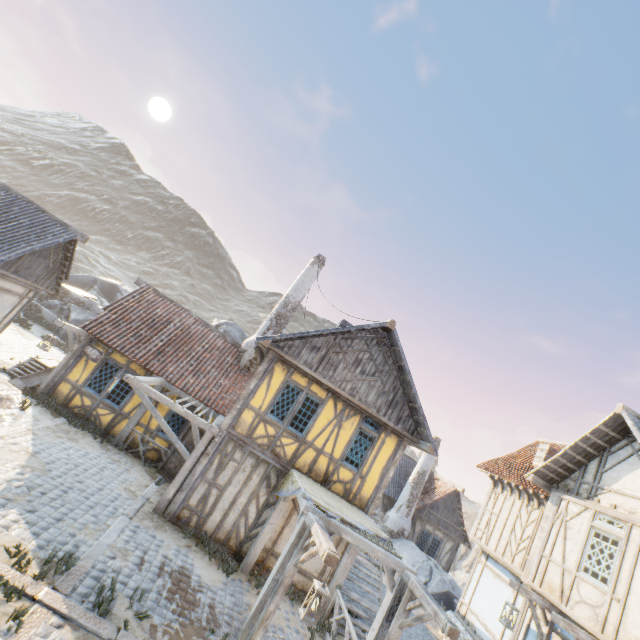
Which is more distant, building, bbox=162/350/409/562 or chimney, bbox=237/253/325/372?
chimney, bbox=237/253/325/372

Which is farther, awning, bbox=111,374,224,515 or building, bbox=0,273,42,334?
building, bbox=0,273,42,334

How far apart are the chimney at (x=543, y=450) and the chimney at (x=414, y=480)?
8.0m

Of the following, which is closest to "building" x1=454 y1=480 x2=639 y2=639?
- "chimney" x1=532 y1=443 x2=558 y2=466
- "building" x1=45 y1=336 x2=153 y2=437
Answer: "chimney" x1=532 y1=443 x2=558 y2=466

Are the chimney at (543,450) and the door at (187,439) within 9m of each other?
no

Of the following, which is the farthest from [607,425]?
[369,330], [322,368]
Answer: [322,368]

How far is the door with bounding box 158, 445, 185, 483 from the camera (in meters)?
11.95

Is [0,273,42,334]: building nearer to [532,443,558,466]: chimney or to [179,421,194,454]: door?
[179,421,194,454]: door
